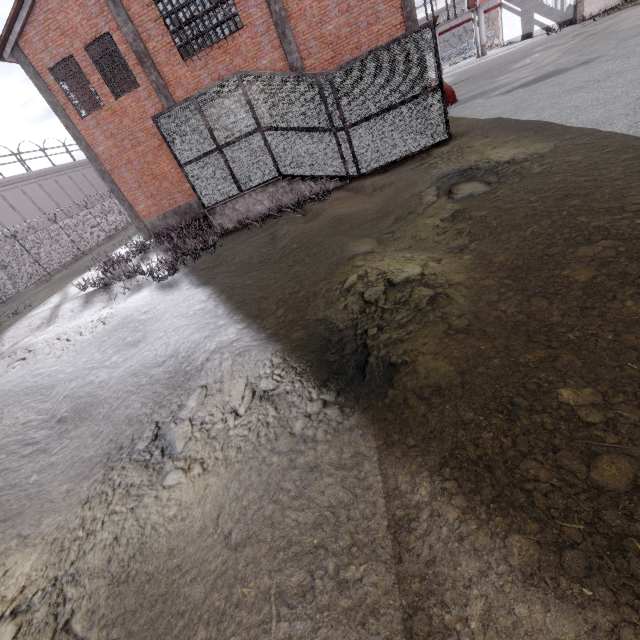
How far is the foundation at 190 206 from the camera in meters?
17.2 m

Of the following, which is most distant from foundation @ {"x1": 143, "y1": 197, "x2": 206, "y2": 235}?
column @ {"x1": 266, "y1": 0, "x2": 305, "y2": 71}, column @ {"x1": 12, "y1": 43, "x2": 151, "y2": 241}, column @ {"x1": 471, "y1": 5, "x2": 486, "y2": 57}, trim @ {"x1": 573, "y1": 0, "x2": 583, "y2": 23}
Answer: column @ {"x1": 471, "y1": 5, "x2": 486, "y2": 57}

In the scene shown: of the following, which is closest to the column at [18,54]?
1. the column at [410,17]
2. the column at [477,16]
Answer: the column at [410,17]

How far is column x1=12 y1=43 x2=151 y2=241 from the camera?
13.92m

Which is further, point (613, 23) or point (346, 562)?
point (613, 23)

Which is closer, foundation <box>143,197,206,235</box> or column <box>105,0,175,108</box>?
column <box>105,0,175,108</box>

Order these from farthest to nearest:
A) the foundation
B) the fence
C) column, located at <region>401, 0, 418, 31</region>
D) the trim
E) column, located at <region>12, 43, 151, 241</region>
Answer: the trim → the fence → the foundation → column, located at <region>12, 43, 151, 241</region> → column, located at <region>401, 0, 418, 31</region>

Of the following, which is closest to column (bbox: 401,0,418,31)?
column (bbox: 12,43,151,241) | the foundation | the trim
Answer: the foundation
